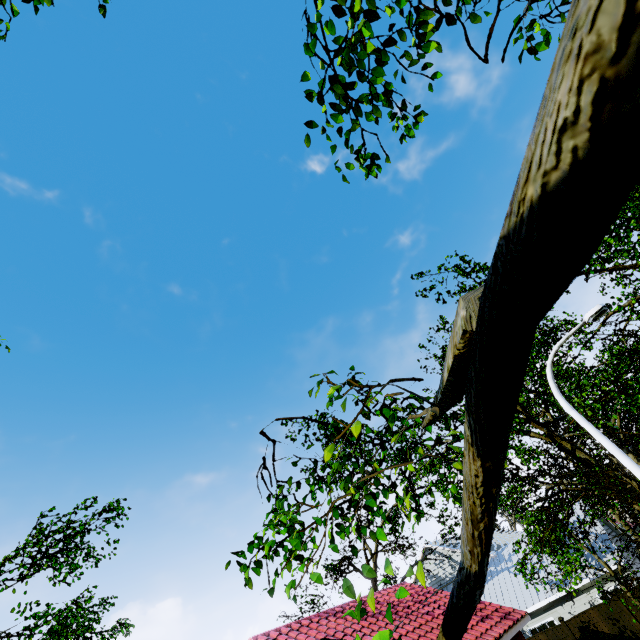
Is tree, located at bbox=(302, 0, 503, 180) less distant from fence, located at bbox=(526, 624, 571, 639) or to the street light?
the street light

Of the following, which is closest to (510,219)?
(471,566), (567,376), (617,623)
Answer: (471,566)

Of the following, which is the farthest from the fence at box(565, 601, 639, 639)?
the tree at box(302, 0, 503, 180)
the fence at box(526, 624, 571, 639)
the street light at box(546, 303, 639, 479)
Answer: the street light at box(546, 303, 639, 479)

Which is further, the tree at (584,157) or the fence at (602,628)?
the fence at (602,628)

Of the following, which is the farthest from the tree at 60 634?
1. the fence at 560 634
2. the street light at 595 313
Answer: the fence at 560 634

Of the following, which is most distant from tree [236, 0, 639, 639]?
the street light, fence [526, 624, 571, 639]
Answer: fence [526, 624, 571, 639]

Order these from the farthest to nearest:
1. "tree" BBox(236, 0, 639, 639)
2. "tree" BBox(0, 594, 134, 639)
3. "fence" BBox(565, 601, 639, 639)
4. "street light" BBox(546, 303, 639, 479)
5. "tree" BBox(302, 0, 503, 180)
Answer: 1. "fence" BBox(565, 601, 639, 639)
2. "tree" BBox(0, 594, 134, 639)
3. "street light" BBox(546, 303, 639, 479)
4. "tree" BBox(302, 0, 503, 180)
5. "tree" BBox(236, 0, 639, 639)

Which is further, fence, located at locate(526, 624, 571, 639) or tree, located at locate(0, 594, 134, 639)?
fence, located at locate(526, 624, 571, 639)
